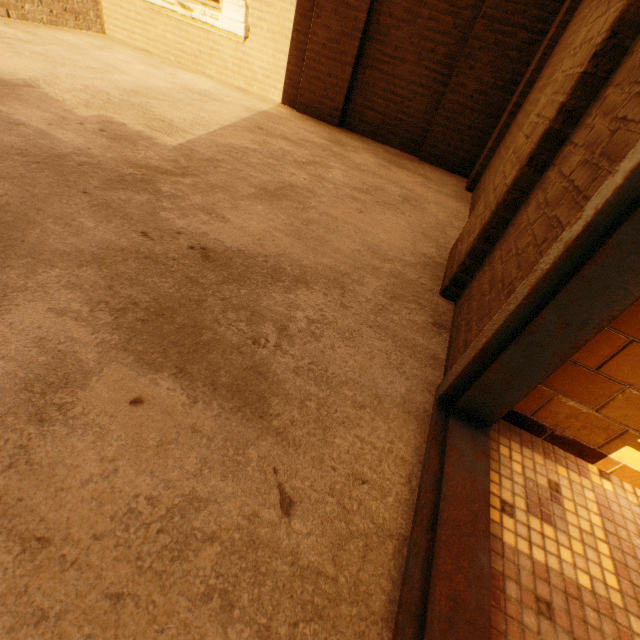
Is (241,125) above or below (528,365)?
below
